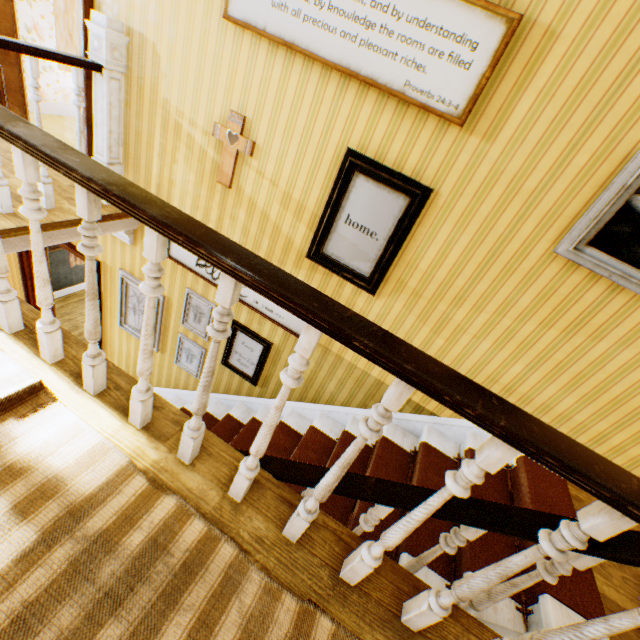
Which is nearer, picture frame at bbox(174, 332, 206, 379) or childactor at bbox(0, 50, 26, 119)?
childactor at bbox(0, 50, 26, 119)

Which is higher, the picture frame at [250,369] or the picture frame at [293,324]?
the picture frame at [293,324]

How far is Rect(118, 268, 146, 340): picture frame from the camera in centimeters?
422cm

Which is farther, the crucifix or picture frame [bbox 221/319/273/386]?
picture frame [bbox 221/319/273/386]

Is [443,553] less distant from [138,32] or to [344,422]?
[344,422]

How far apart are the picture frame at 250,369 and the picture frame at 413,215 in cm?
116

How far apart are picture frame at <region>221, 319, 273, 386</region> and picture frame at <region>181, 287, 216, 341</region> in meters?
0.3

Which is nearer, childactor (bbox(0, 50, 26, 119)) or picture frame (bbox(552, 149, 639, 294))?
picture frame (bbox(552, 149, 639, 294))
